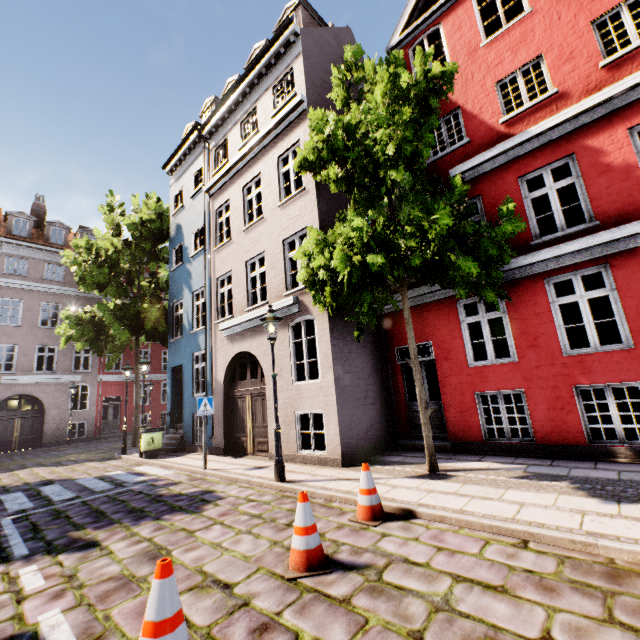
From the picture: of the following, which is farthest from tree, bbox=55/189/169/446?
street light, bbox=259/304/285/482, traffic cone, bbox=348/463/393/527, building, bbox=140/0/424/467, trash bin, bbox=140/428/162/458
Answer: traffic cone, bbox=348/463/393/527

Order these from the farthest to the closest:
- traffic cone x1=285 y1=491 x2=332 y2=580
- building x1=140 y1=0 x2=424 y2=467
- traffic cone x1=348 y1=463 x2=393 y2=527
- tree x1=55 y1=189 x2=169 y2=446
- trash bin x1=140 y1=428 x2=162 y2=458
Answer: tree x1=55 y1=189 x2=169 y2=446
trash bin x1=140 y1=428 x2=162 y2=458
building x1=140 y1=0 x2=424 y2=467
traffic cone x1=348 y1=463 x2=393 y2=527
traffic cone x1=285 y1=491 x2=332 y2=580

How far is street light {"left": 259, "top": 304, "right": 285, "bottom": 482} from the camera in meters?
6.8

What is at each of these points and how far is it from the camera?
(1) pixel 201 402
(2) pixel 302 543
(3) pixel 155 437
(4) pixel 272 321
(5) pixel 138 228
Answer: (1) sign, 9.0 meters
(2) traffic cone, 3.5 meters
(3) trash bin, 11.7 meters
(4) street light, 7.4 meters
(5) tree, 16.1 meters

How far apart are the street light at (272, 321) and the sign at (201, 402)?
2.9 meters

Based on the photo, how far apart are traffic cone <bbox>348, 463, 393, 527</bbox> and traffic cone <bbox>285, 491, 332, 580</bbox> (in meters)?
0.86

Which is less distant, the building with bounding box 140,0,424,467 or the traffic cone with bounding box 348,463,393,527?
the traffic cone with bounding box 348,463,393,527

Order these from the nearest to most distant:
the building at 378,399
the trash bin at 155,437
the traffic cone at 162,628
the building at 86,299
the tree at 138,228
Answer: the traffic cone at 162,628, the building at 378,399, the trash bin at 155,437, the tree at 138,228, the building at 86,299
